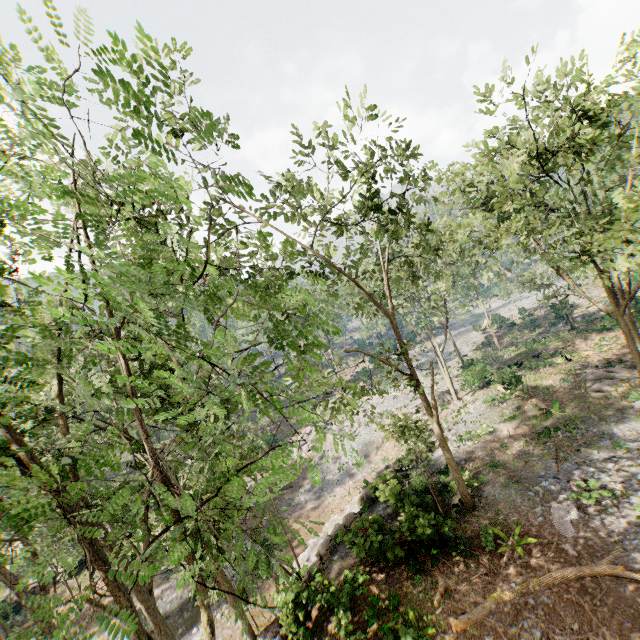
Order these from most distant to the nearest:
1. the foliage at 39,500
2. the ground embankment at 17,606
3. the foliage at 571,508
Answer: the ground embankment at 17,606 < the foliage at 571,508 < the foliage at 39,500

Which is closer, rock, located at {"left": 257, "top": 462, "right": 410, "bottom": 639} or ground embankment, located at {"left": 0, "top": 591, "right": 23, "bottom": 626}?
rock, located at {"left": 257, "top": 462, "right": 410, "bottom": 639}

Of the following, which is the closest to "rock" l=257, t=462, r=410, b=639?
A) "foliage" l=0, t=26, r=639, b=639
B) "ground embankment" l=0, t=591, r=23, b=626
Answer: "foliage" l=0, t=26, r=639, b=639

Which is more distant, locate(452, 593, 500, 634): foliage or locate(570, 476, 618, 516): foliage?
locate(570, 476, 618, 516): foliage

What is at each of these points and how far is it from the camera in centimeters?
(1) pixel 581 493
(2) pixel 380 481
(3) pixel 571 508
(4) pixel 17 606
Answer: (1) foliage, 1486cm
(2) rock, 1822cm
(3) foliage, 1458cm
(4) ground embankment, 2916cm

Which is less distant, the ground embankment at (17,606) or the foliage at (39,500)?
the foliage at (39,500)

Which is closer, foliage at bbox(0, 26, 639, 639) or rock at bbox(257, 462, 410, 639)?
foliage at bbox(0, 26, 639, 639)
